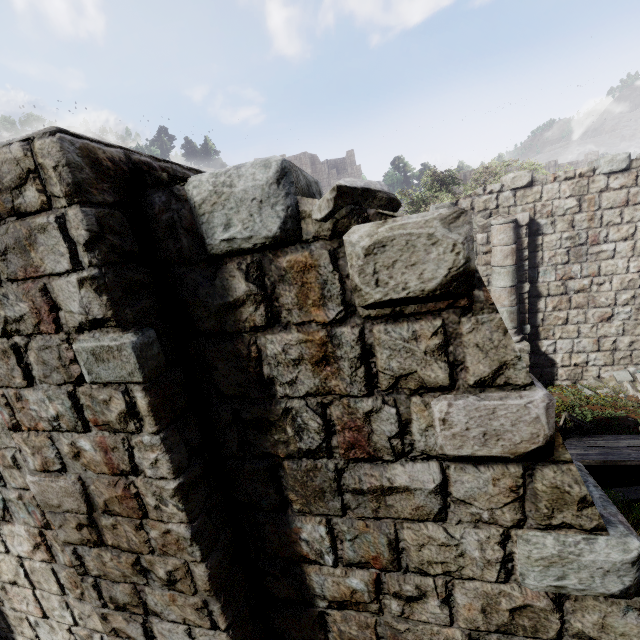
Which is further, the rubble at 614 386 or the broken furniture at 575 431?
the rubble at 614 386

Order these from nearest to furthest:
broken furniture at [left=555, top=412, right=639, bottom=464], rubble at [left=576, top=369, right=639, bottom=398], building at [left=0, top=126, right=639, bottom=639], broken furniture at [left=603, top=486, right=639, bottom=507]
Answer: building at [left=0, top=126, right=639, bottom=639], broken furniture at [left=603, top=486, right=639, bottom=507], broken furniture at [left=555, top=412, right=639, bottom=464], rubble at [left=576, top=369, right=639, bottom=398]

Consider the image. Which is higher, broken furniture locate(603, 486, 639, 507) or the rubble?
broken furniture locate(603, 486, 639, 507)

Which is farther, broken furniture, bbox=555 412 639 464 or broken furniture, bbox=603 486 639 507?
broken furniture, bbox=555 412 639 464

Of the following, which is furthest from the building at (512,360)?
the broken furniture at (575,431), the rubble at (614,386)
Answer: the broken furniture at (575,431)

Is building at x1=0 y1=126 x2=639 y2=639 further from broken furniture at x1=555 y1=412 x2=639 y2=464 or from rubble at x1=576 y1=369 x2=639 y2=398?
broken furniture at x1=555 y1=412 x2=639 y2=464

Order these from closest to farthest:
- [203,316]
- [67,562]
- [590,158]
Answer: [203,316]
[67,562]
[590,158]
